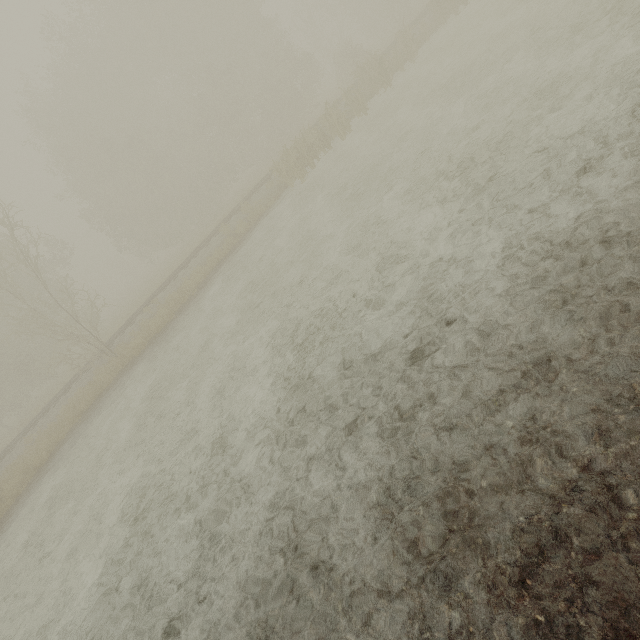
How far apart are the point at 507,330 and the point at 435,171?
5.71m
